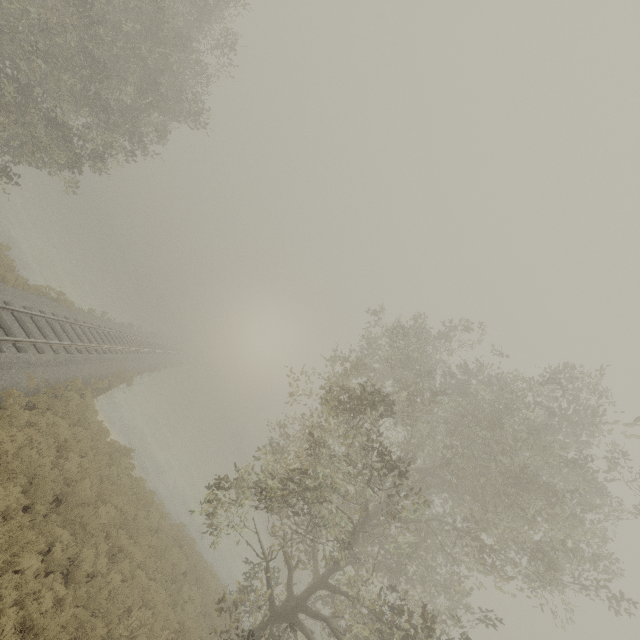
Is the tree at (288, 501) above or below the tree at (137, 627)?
above

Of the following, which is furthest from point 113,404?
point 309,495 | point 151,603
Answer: point 309,495

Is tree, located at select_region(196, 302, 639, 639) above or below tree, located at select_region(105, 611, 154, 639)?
above
